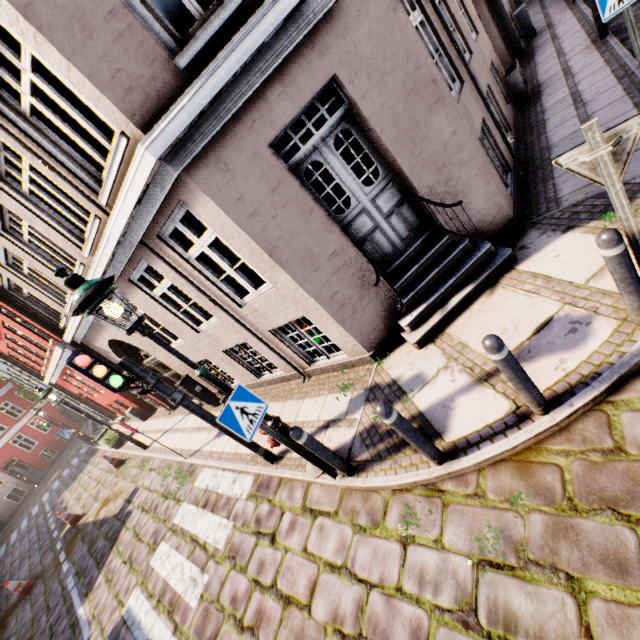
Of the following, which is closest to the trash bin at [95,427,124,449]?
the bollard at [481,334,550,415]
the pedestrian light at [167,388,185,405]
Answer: the pedestrian light at [167,388,185,405]

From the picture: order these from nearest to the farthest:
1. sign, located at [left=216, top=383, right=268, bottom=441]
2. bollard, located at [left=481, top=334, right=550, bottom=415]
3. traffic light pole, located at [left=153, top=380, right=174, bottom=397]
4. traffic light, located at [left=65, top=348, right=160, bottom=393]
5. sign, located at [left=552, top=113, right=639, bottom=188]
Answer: sign, located at [left=552, top=113, right=639, bottom=188]
bollard, located at [left=481, top=334, right=550, bottom=415]
sign, located at [left=216, top=383, right=268, bottom=441]
traffic light, located at [left=65, top=348, right=160, bottom=393]
traffic light pole, located at [left=153, top=380, right=174, bottom=397]

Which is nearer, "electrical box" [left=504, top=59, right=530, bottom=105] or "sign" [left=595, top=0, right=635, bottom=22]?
"sign" [left=595, top=0, right=635, bottom=22]

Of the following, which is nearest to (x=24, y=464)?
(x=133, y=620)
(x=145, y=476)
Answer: (x=145, y=476)

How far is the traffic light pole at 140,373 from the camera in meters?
4.5 m

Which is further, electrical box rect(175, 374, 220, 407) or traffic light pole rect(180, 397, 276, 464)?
electrical box rect(175, 374, 220, 407)

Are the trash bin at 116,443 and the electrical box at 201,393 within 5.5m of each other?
no

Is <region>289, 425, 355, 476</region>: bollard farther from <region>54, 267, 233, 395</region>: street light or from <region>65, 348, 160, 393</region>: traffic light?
<region>65, 348, 160, 393</region>: traffic light
